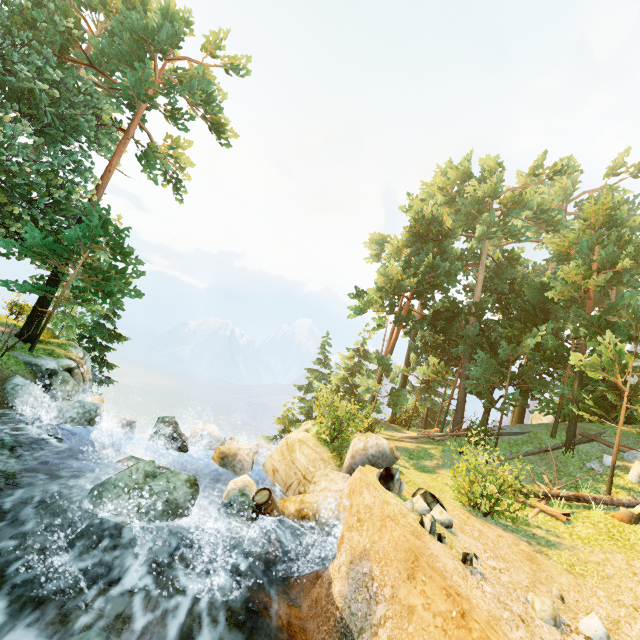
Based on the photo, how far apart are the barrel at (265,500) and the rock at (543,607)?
6.6m

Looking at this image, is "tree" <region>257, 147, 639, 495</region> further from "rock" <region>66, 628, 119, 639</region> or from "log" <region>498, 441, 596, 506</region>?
"rock" <region>66, 628, 119, 639</region>

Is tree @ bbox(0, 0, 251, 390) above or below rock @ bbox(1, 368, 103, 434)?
above

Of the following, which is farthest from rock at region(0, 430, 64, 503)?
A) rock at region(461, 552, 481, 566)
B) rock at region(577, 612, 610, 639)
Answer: rock at region(577, 612, 610, 639)

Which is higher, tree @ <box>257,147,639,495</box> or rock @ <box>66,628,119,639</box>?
tree @ <box>257,147,639,495</box>

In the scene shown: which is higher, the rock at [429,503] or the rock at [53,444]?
the rock at [429,503]

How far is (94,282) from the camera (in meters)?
15.84

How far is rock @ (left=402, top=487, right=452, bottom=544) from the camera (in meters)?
7.28
